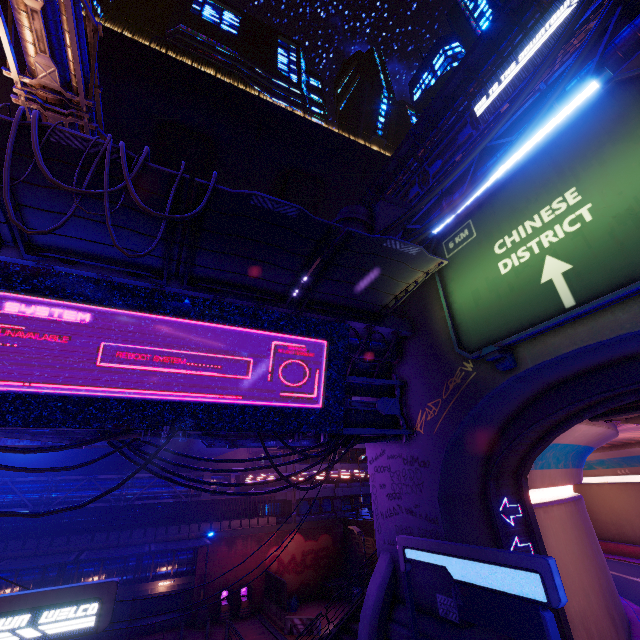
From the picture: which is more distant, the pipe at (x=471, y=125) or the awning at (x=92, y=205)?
the pipe at (x=471, y=125)

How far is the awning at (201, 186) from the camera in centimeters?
784cm

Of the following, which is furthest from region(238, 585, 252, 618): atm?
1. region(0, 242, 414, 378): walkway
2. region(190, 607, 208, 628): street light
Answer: region(0, 242, 414, 378): walkway

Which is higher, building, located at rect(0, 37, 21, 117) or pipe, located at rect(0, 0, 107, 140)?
building, located at rect(0, 37, 21, 117)

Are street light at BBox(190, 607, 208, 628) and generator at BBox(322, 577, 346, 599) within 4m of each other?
no

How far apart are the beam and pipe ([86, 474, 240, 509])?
5.36m

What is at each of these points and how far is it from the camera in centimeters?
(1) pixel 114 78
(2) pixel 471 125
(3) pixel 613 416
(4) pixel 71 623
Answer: (1) building, 5434cm
(2) pipe, 3425cm
(3) vent, 1252cm
(4) sign, 676cm

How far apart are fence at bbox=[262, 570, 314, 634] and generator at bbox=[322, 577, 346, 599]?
5.12m
